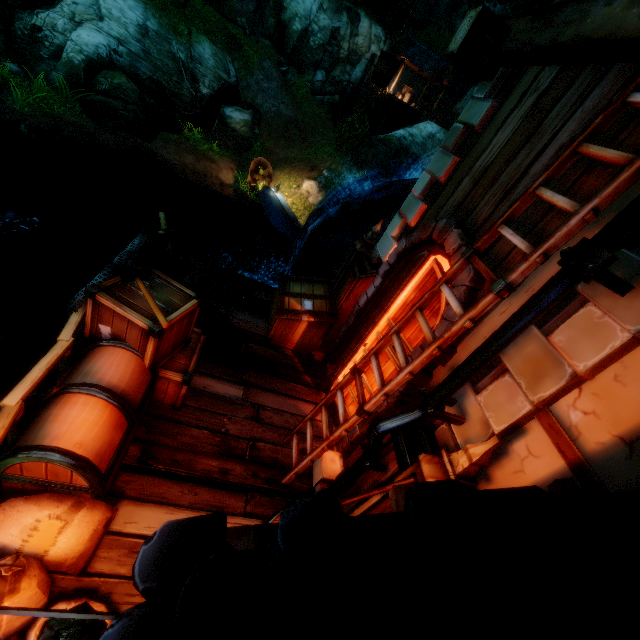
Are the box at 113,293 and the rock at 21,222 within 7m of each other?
no

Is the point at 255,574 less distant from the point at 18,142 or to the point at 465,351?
the point at 465,351

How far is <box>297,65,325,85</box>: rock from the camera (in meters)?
29.94

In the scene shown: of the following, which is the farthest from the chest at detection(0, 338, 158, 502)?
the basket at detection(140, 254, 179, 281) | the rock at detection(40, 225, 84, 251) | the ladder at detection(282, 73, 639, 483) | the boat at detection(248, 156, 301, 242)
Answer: the boat at detection(248, 156, 301, 242)

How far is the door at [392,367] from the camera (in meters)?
4.15

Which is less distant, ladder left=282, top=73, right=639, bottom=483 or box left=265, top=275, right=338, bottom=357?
ladder left=282, top=73, right=639, bottom=483

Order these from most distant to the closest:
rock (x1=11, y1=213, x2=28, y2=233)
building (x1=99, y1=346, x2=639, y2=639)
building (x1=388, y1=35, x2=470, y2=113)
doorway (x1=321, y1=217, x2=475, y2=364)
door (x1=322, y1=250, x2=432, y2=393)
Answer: building (x1=388, y1=35, x2=470, y2=113) < rock (x1=11, y1=213, x2=28, y2=233) < door (x1=322, y1=250, x2=432, y2=393) < doorway (x1=321, y1=217, x2=475, y2=364) < building (x1=99, y1=346, x2=639, y2=639)

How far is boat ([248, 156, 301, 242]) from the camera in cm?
1680
